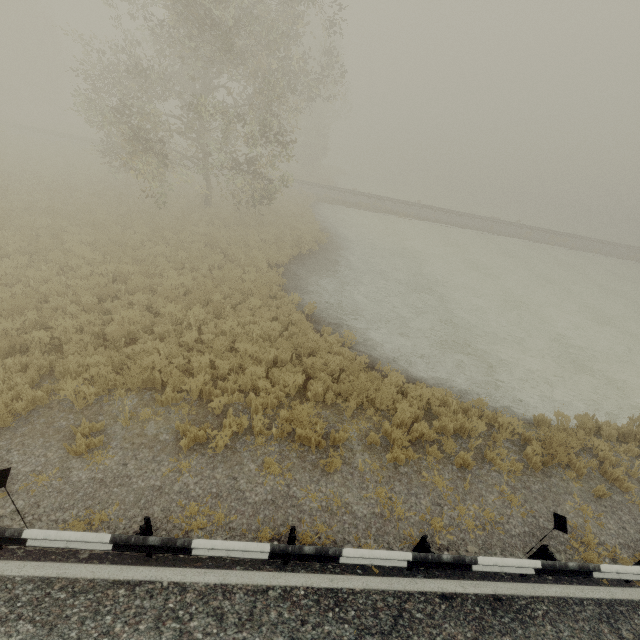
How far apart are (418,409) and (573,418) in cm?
470
